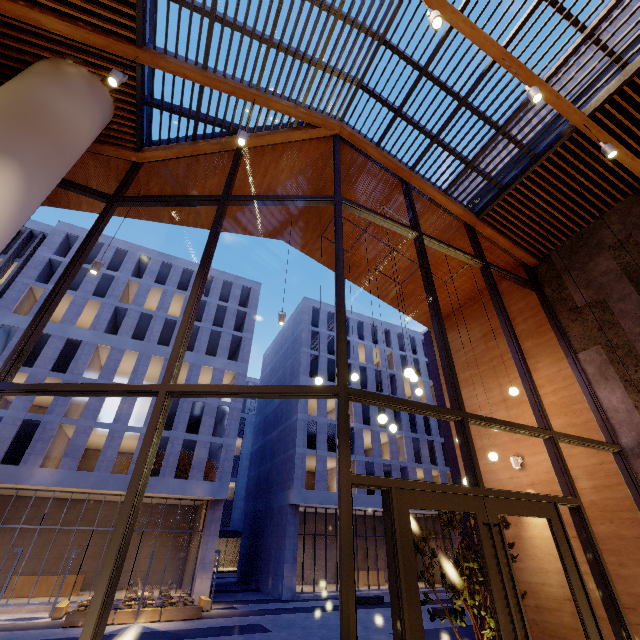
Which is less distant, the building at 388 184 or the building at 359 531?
the building at 388 184

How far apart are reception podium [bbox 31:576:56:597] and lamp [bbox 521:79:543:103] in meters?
33.5

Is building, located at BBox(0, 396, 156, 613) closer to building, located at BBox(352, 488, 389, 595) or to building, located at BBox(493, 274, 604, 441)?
building, located at BBox(352, 488, 389, 595)

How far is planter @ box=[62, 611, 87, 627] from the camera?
14.9m

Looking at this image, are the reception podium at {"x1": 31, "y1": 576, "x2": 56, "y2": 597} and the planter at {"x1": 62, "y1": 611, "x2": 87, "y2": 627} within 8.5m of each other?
no

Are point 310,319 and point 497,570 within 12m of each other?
no

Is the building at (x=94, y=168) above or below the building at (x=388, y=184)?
below

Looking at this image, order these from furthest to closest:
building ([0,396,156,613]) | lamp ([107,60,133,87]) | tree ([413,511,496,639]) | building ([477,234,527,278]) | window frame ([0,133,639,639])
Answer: building ([0,396,156,613]) → building ([477,234,527,278]) → tree ([413,511,496,639]) → lamp ([107,60,133,87]) → window frame ([0,133,639,639])
